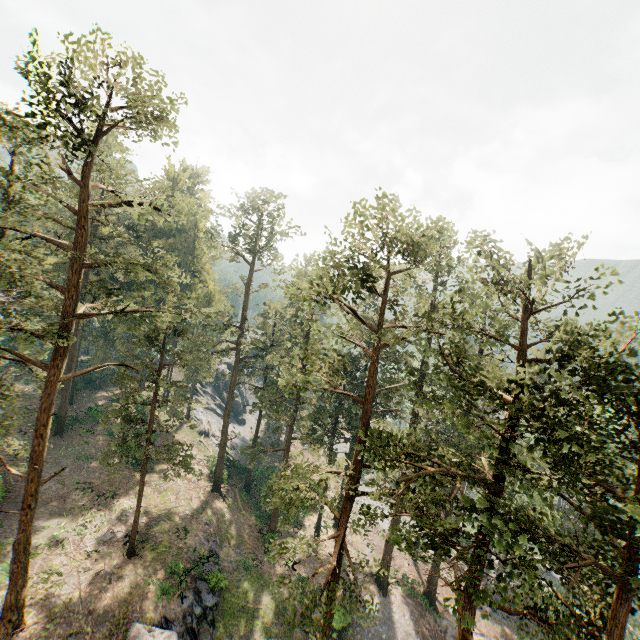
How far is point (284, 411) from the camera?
36.6 meters

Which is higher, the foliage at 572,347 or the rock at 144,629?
the foliage at 572,347

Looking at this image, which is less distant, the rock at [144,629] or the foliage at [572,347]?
the foliage at [572,347]

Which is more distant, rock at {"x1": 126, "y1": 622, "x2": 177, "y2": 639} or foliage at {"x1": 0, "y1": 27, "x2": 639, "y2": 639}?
rock at {"x1": 126, "y1": 622, "x2": 177, "y2": 639}

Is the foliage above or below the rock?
above
